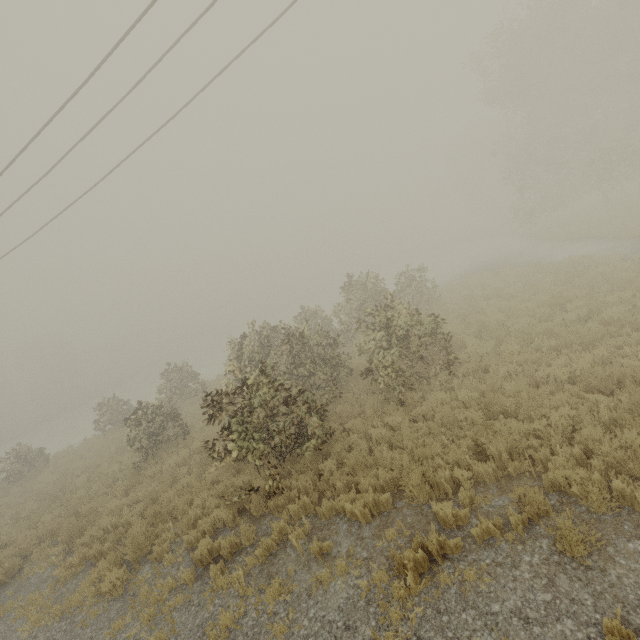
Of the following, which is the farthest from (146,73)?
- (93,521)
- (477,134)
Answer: (477,134)
